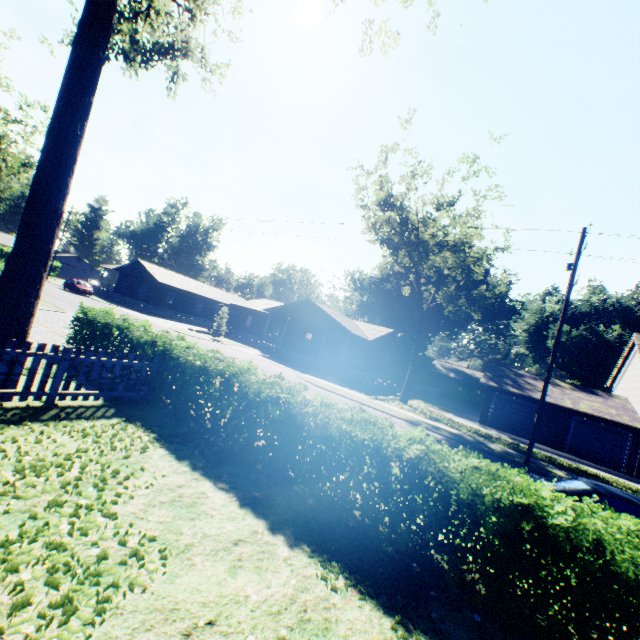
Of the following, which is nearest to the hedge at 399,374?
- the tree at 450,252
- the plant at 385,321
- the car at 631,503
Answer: the plant at 385,321

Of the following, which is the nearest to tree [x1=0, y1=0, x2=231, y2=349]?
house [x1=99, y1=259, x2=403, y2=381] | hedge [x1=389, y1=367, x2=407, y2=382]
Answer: hedge [x1=389, y1=367, x2=407, y2=382]

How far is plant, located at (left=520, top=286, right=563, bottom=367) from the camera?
54.8 meters

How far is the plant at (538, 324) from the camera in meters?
54.8 m

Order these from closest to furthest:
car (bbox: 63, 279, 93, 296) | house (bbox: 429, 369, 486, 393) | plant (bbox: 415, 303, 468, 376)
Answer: car (bbox: 63, 279, 93, 296) → plant (bbox: 415, 303, 468, 376) → house (bbox: 429, 369, 486, 393)

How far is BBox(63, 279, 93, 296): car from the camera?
38.91m

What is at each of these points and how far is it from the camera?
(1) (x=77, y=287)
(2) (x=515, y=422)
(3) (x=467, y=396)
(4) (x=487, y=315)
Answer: (1) car, 38.9m
(2) garage door, 26.6m
(3) hedge, 47.8m
(4) plant, 55.0m

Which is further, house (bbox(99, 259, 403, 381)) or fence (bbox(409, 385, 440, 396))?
fence (bbox(409, 385, 440, 396))
